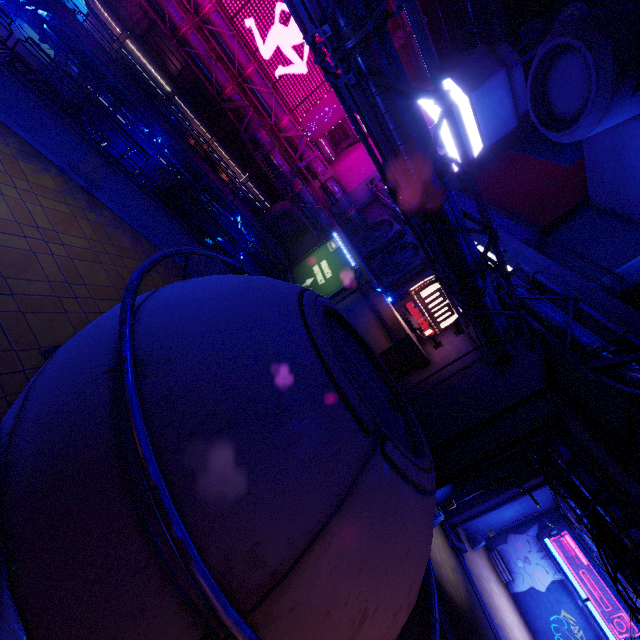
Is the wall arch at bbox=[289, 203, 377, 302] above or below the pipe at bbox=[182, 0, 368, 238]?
below

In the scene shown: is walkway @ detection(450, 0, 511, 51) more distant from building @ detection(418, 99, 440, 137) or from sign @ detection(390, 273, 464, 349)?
sign @ detection(390, 273, 464, 349)

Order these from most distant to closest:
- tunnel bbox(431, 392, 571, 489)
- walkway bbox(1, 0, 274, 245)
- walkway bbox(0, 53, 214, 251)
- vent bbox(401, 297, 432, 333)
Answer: vent bbox(401, 297, 432, 333) < walkway bbox(1, 0, 274, 245) < tunnel bbox(431, 392, 571, 489) < walkway bbox(0, 53, 214, 251)

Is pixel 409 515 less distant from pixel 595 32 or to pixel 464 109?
pixel 595 32

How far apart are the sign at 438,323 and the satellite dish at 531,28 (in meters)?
29.91

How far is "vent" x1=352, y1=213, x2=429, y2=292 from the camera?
24.69m

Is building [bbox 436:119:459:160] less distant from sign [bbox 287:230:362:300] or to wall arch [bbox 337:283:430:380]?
wall arch [bbox 337:283:430:380]

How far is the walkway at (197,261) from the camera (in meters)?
14.09
